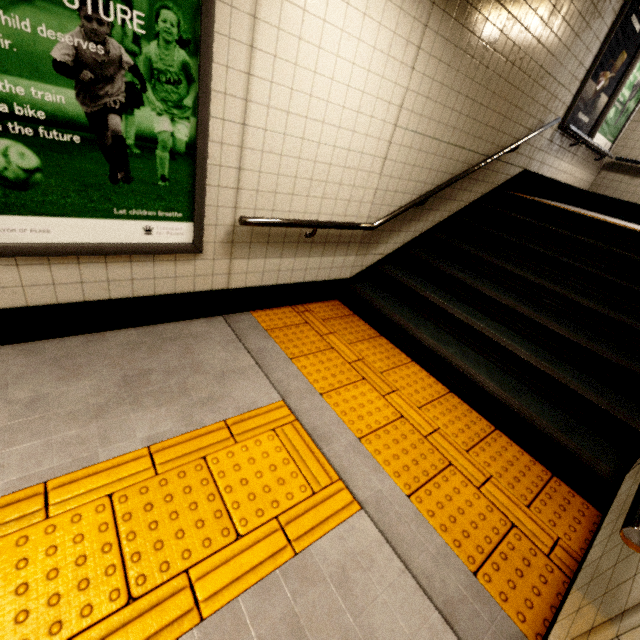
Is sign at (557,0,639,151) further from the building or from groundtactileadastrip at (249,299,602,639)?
groundtactileadastrip at (249,299,602,639)

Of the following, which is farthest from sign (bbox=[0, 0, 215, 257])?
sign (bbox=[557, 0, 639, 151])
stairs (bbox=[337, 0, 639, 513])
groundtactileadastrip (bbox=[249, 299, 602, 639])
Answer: sign (bbox=[557, 0, 639, 151])

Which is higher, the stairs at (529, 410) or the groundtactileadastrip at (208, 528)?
the stairs at (529, 410)

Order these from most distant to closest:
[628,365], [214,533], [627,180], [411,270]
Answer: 1. [627,180]
2. [411,270]
3. [628,365]
4. [214,533]

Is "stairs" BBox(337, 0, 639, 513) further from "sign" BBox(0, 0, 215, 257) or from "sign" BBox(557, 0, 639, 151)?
"sign" BBox(0, 0, 215, 257)

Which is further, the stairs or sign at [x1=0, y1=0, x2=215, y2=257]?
the stairs

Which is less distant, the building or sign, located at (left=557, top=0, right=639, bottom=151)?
sign, located at (left=557, top=0, right=639, bottom=151)

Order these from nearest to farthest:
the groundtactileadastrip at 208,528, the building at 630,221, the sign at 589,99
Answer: the groundtactileadastrip at 208,528 < the sign at 589,99 < the building at 630,221
